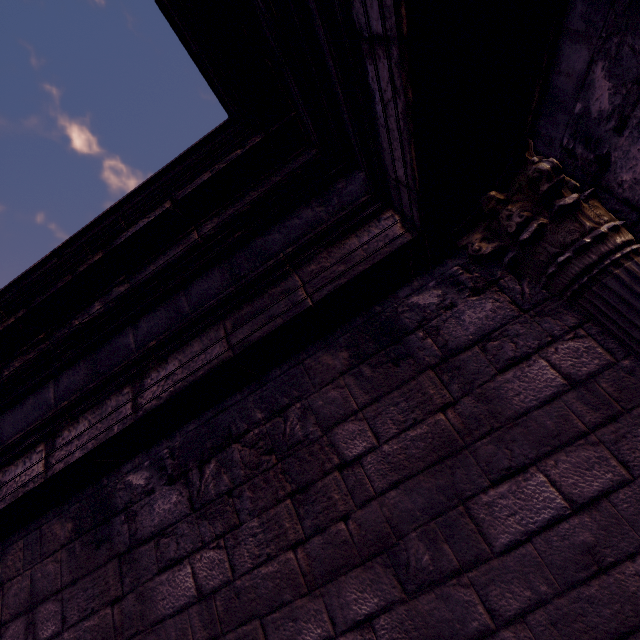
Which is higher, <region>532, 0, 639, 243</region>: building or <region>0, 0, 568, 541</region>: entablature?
<region>0, 0, 568, 541</region>: entablature

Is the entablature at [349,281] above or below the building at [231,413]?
above

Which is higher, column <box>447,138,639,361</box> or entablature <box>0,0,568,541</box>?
entablature <box>0,0,568,541</box>

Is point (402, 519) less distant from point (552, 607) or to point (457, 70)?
point (552, 607)
